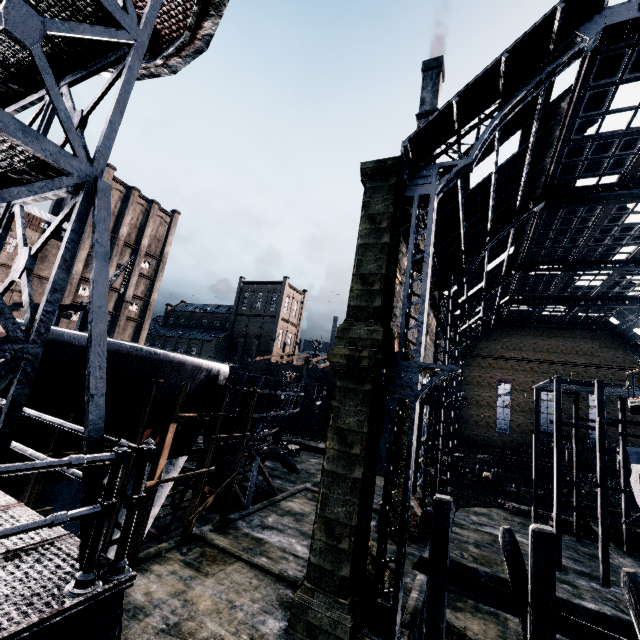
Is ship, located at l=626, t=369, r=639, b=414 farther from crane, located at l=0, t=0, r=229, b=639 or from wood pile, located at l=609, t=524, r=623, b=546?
wood pile, located at l=609, t=524, r=623, b=546

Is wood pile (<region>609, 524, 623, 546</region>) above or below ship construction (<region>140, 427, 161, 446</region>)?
below

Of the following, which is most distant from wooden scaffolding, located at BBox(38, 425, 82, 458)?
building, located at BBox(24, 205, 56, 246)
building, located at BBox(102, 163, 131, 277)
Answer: building, located at BBox(102, 163, 131, 277)

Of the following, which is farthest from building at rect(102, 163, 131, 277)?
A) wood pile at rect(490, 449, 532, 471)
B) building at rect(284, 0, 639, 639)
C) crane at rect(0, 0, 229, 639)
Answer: building at rect(284, 0, 639, 639)

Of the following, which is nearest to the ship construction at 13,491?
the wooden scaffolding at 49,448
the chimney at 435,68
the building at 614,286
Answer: the wooden scaffolding at 49,448

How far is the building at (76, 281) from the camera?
51.50m

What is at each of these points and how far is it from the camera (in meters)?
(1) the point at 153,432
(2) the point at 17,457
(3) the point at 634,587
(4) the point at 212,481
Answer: (1) ship construction, 13.45
(2) ship construction, 9.11
(3) wooden scaffolding, 7.74
(4) ship construction, 24.38

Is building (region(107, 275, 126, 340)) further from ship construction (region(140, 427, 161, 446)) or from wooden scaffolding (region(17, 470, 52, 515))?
wooden scaffolding (region(17, 470, 52, 515))
